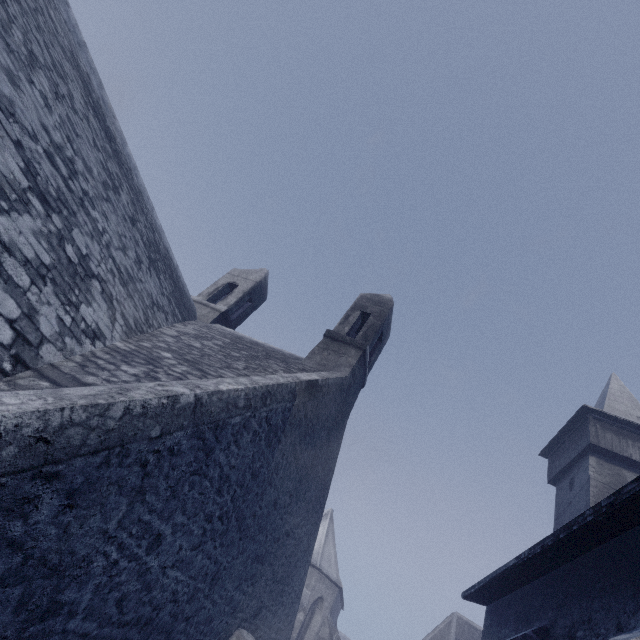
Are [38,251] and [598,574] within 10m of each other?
yes

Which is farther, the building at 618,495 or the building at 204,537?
the building at 618,495

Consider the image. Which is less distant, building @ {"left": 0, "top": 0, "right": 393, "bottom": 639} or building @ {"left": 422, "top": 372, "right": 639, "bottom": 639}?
building @ {"left": 0, "top": 0, "right": 393, "bottom": 639}
